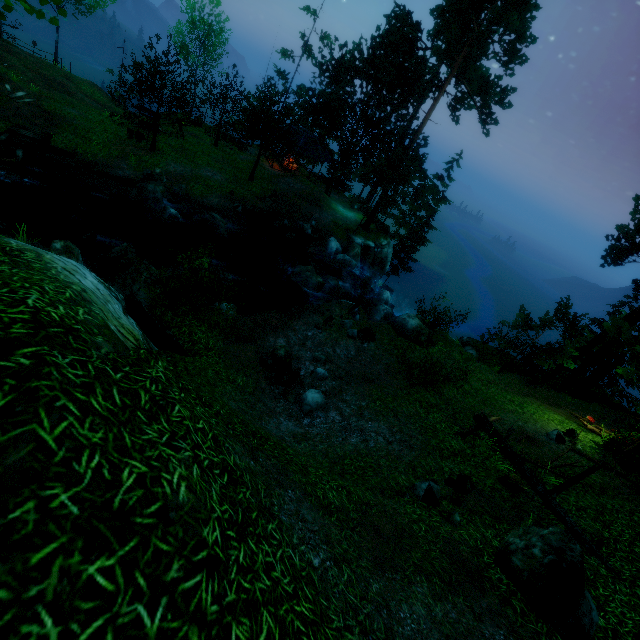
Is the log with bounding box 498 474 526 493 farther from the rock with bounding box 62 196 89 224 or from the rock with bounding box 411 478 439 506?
the rock with bounding box 62 196 89 224

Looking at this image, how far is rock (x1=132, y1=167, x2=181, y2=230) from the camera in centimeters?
1991cm

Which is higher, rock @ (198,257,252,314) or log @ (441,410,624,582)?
log @ (441,410,624,582)

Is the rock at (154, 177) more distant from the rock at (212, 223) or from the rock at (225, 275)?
the rock at (225, 275)

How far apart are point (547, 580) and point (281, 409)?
7.7m

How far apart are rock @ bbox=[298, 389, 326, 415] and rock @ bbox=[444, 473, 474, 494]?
4.3m

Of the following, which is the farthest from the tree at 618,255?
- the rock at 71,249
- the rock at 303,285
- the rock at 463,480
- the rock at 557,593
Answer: the rock at 71,249

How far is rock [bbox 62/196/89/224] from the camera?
17.6m
